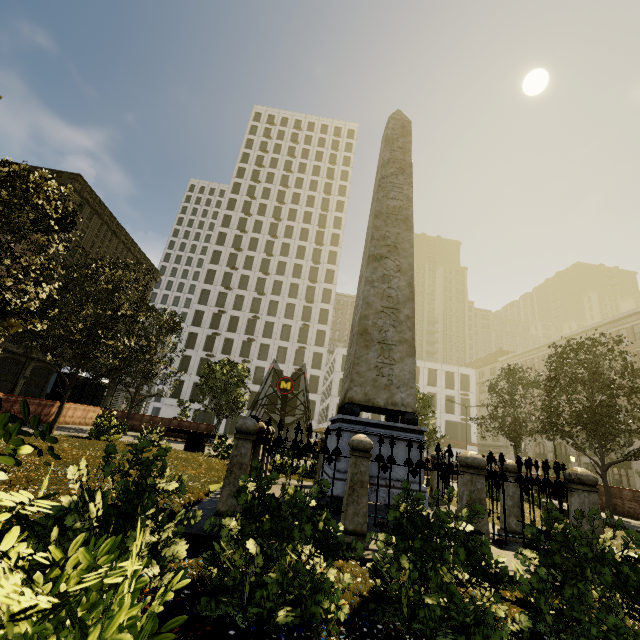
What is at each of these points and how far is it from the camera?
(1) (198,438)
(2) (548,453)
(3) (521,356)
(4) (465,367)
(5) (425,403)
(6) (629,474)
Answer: (1) bench, 13.9m
(2) building, 45.5m
(3) building, 54.1m
(4) building, 54.8m
(5) tree, 22.7m
(6) building, 49.3m

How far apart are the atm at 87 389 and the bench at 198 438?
10.3 meters

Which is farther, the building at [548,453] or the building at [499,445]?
the building at [499,445]

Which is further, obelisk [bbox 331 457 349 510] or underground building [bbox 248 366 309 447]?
underground building [bbox 248 366 309 447]

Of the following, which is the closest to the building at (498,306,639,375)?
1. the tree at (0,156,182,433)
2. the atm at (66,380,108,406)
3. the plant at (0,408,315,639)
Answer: the tree at (0,156,182,433)

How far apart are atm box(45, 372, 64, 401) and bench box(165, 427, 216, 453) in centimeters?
943cm

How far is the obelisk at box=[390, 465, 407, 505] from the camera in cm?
616

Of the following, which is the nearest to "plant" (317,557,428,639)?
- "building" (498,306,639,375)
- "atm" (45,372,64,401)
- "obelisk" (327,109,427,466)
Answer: "obelisk" (327,109,427,466)
